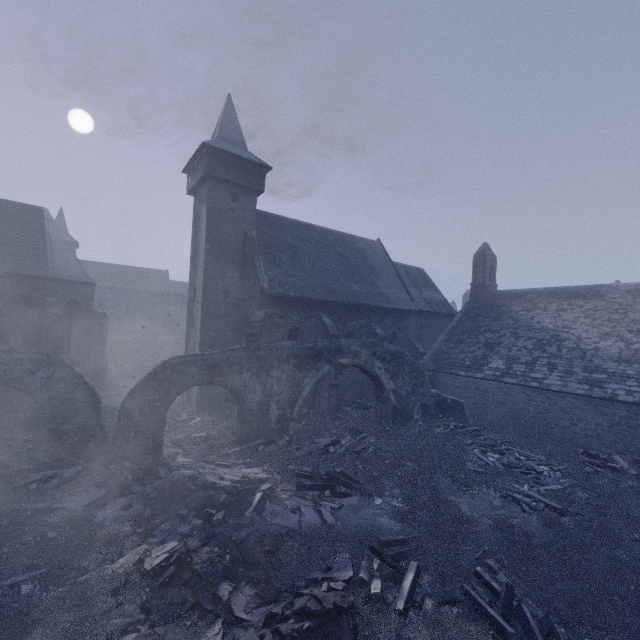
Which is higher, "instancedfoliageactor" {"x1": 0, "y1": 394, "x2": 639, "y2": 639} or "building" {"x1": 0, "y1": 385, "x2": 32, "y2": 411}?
"building" {"x1": 0, "y1": 385, "x2": 32, "y2": 411}

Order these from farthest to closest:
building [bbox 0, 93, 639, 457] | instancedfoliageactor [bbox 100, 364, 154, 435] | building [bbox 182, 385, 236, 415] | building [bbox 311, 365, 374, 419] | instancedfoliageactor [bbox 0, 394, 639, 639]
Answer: building [bbox 311, 365, 374, 419] → building [bbox 182, 385, 236, 415] → building [bbox 0, 93, 639, 457] → instancedfoliageactor [bbox 100, 364, 154, 435] → instancedfoliageactor [bbox 0, 394, 639, 639]

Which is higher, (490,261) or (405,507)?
(490,261)

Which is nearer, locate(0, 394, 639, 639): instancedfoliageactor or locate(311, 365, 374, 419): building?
locate(0, 394, 639, 639): instancedfoliageactor

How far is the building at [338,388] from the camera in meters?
18.9

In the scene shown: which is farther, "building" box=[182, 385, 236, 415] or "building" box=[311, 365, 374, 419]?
"building" box=[311, 365, 374, 419]

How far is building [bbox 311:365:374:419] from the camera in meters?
18.9 m

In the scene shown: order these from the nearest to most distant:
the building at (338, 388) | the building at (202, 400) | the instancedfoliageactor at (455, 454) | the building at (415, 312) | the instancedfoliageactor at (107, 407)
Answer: the instancedfoliageactor at (455, 454)
the instancedfoliageactor at (107, 407)
the building at (415, 312)
the building at (202, 400)
the building at (338, 388)
